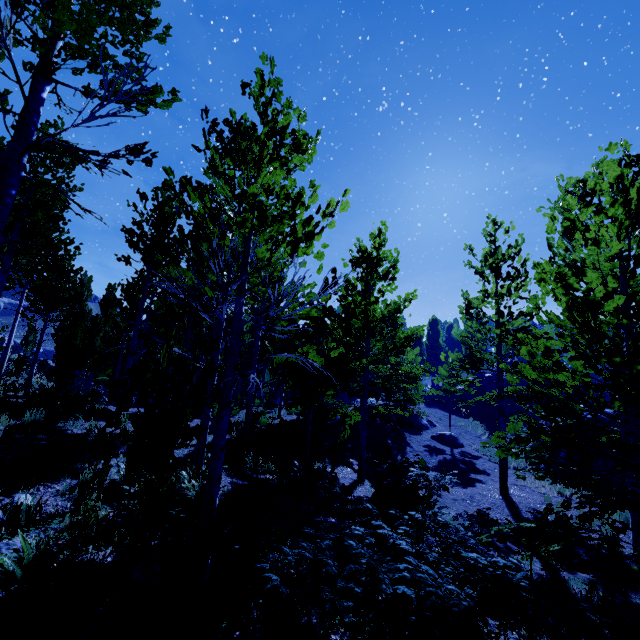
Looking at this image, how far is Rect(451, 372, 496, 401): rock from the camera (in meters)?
31.39

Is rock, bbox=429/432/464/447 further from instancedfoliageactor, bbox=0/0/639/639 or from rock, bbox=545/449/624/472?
instancedfoliageactor, bbox=0/0/639/639

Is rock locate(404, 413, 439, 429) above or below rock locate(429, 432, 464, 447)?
above

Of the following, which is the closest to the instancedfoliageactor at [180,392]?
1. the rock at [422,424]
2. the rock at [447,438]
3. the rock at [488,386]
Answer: the rock at [488,386]

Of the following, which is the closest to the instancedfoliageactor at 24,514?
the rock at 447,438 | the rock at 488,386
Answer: the rock at 488,386

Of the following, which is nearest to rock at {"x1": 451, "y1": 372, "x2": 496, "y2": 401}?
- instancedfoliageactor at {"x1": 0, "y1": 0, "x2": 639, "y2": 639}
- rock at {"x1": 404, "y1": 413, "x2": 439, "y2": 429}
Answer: instancedfoliageactor at {"x1": 0, "y1": 0, "x2": 639, "y2": 639}

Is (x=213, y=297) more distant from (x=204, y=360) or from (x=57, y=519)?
(x=204, y=360)

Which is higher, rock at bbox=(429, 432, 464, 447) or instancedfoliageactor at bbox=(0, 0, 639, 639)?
instancedfoliageactor at bbox=(0, 0, 639, 639)
